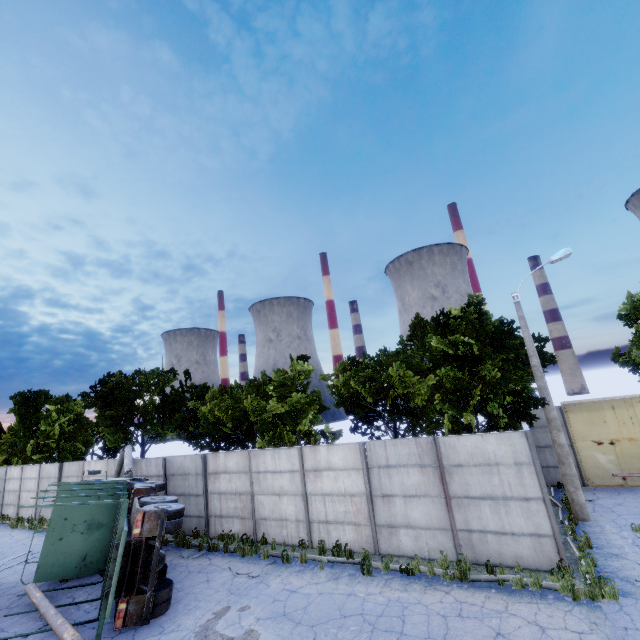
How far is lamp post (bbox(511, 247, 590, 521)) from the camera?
11.92m

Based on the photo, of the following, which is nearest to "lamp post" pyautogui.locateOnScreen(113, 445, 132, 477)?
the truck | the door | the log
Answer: the truck

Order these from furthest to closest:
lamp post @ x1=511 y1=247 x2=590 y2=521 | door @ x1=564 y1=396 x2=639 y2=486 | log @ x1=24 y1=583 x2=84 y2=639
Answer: door @ x1=564 y1=396 x2=639 y2=486 < lamp post @ x1=511 y1=247 x2=590 y2=521 < log @ x1=24 y1=583 x2=84 y2=639

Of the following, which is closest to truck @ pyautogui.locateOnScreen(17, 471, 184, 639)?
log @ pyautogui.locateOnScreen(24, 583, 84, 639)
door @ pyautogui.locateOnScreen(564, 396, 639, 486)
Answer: log @ pyautogui.locateOnScreen(24, 583, 84, 639)

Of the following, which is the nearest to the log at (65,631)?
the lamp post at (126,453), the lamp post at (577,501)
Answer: the lamp post at (126,453)

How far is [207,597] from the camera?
9.9 meters

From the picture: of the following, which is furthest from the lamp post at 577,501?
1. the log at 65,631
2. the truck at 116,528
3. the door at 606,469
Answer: the log at 65,631
